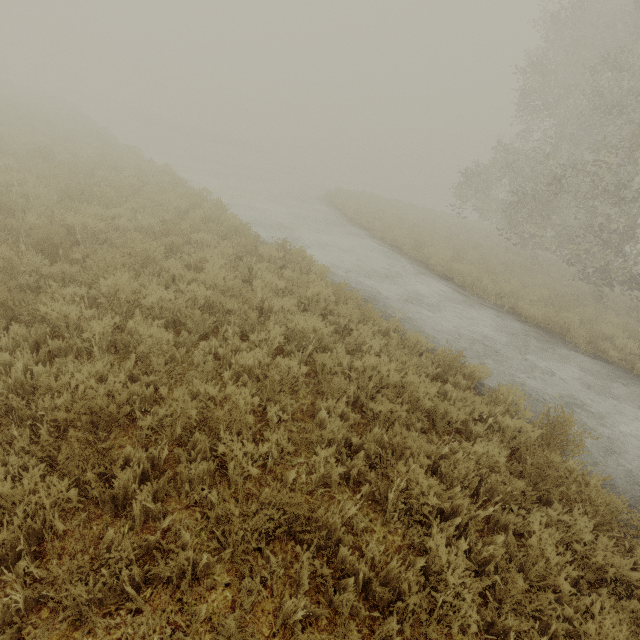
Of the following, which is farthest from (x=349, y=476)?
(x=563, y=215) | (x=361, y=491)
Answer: (x=563, y=215)
